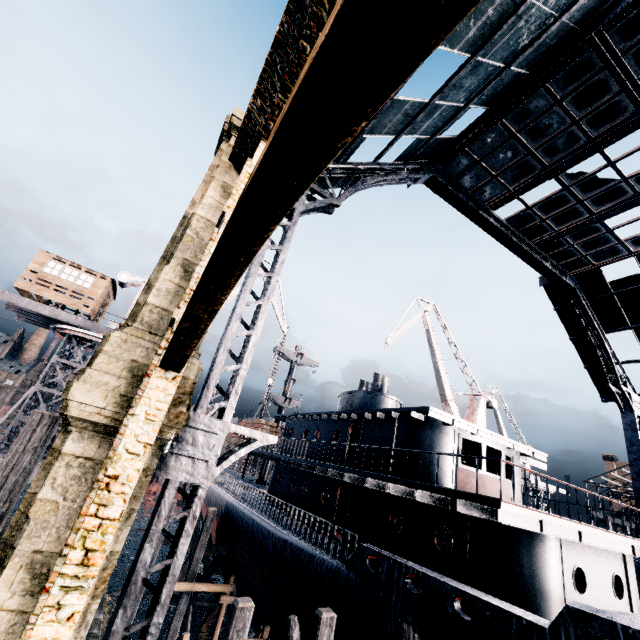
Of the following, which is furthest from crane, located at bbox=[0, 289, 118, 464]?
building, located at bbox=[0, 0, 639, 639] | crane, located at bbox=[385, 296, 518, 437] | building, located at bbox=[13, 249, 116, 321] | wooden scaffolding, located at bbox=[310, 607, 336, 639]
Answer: building, located at bbox=[0, 0, 639, 639]

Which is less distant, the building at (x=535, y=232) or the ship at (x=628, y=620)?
the building at (x=535, y=232)

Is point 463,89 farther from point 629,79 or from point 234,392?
point 234,392

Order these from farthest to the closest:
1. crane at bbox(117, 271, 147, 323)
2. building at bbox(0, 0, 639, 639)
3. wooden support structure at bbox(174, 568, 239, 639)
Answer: crane at bbox(117, 271, 147, 323), wooden support structure at bbox(174, 568, 239, 639), building at bbox(0, 0, 639, 639)

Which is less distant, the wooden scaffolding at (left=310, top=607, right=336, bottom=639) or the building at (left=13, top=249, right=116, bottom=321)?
the wooden scaffolding at (left=310, top=607, right=336, bottom=639)

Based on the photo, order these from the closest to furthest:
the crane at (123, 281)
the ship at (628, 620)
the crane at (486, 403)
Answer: the ship at (628, 620), the crane at (123, 281), the crane at (486, 403)

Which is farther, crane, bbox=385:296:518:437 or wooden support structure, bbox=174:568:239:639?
crane, bbox=385:296:518:437

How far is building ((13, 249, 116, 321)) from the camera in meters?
21.8 m
